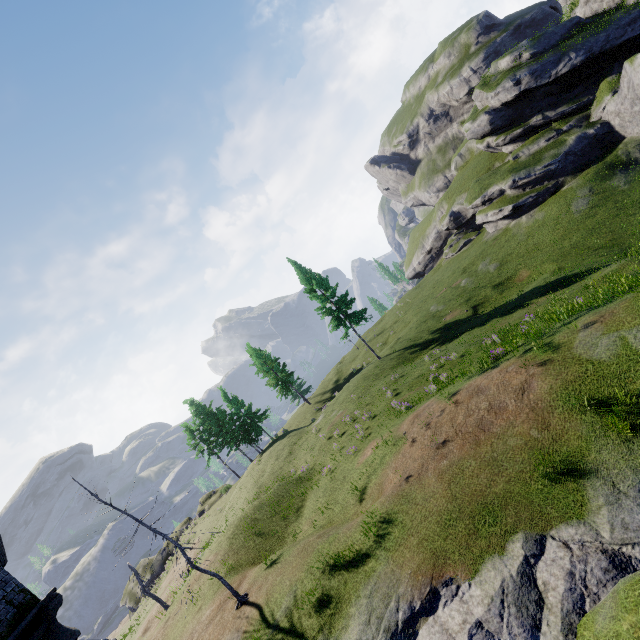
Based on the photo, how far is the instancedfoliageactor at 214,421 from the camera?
42.9 meters

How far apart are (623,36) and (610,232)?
20.9 meters

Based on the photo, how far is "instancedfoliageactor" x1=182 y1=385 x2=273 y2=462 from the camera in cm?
4291
